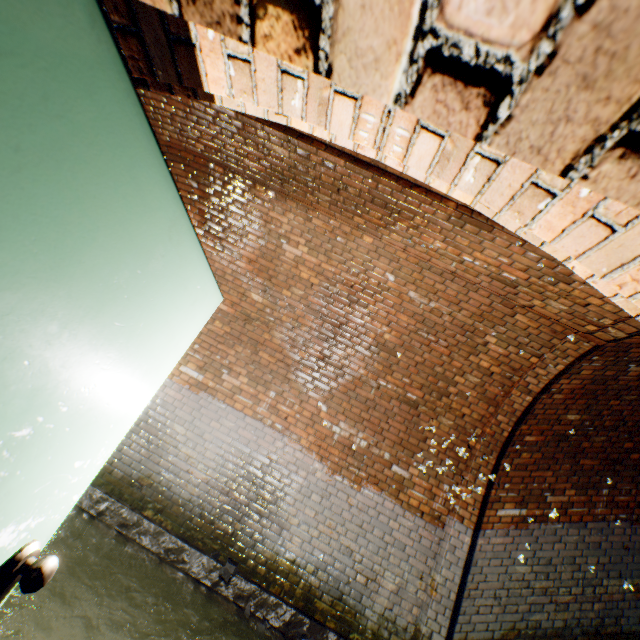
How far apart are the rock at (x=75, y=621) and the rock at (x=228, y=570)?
1.5m

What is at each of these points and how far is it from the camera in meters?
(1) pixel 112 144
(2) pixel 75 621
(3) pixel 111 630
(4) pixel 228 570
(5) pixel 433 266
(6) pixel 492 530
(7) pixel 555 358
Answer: (1) door, 0.6 m
(2) rock, 2.7 m
(3) rock, 2.8 m
(4) rock, 3.7 m
(5) building tunnel, 3.9 m
(6) building tunnel, 4.4 m
(7) wall archway, 4.0 m

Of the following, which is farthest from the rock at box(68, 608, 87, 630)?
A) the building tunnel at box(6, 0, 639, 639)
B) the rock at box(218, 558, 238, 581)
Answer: the rock at box(218, 558, 238, 581)

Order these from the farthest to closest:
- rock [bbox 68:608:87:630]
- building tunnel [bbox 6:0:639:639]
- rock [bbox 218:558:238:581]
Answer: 1. rock [bbox 218:558:238:581]
2. rock [bbox 68:608:87:630]
3. building tunnel [bbox 6:0:639:639]

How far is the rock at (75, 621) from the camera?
2.7 meters

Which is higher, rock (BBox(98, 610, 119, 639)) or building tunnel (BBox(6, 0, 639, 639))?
building tunnel (BBox(6, 0, 639, 639))

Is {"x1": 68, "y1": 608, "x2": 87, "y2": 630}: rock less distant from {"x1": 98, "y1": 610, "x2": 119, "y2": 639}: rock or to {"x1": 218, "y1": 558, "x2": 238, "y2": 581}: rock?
{"x1": 98, "y1": 610, "x2": 119, "y2": 639}: rock

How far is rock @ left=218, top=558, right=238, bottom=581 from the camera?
3.7m
